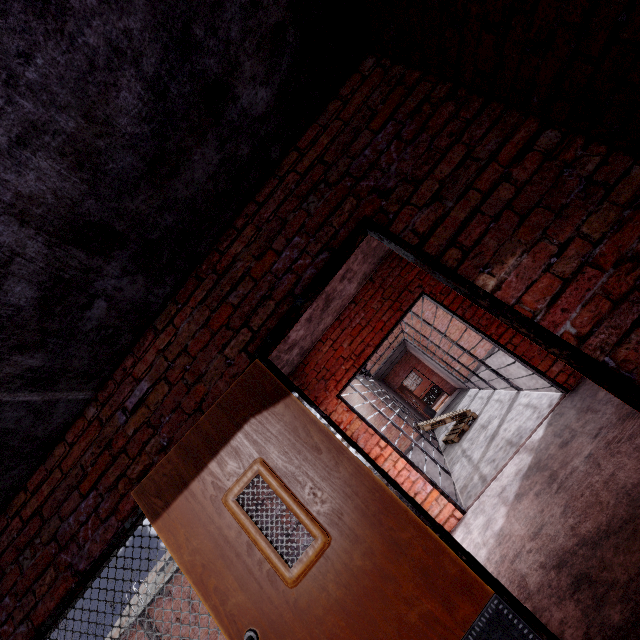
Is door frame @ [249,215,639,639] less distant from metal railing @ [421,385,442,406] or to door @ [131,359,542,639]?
door @ [131,359,542,639]

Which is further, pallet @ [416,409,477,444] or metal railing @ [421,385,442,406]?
metal railing @ [421,385,442,406]

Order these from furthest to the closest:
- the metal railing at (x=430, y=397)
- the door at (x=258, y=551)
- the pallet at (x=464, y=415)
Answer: the metal railing at (x=430, y=397) < the pallet at (x=464, y=415) < the door at (x=258, y=551)

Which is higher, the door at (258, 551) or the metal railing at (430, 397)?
the door at (258, 551)

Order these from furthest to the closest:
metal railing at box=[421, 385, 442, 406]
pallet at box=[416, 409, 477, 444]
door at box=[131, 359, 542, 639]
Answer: metal railing at box=[421, 385, 442, 406] < pallet at box=[416, 409, 477, 444] < door at box=[131, 359, 542, 639]

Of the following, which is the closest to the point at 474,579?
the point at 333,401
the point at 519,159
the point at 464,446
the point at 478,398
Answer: the point at 519,159

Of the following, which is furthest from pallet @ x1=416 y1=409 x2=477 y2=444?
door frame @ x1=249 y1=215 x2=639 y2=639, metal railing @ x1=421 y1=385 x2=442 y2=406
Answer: metal railing @ x1=421 y1=385 x2=442 y2=406

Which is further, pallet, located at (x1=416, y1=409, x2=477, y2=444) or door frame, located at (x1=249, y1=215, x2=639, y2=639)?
pallet, located at (x1=416, y1=409, x2=477, y2=444)
